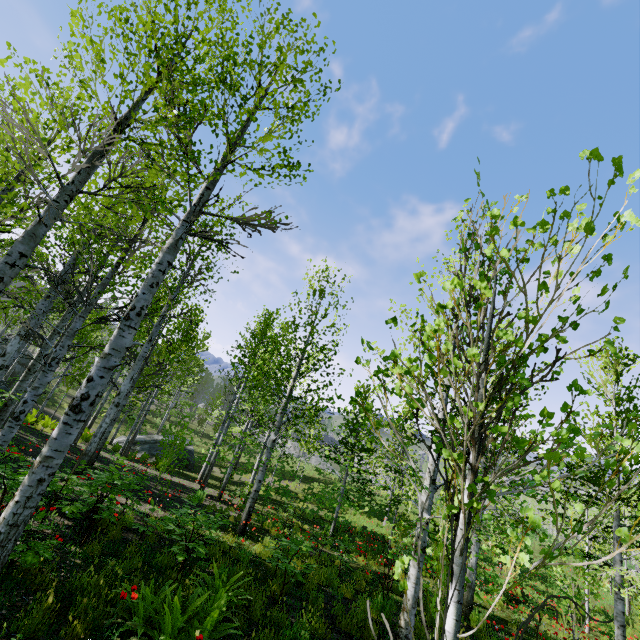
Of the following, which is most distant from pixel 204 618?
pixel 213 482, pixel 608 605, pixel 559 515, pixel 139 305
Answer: pixel 608 605

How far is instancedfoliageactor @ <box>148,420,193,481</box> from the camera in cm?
1179

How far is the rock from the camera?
20.5m

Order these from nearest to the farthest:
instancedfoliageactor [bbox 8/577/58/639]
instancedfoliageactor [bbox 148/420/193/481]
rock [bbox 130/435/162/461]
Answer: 1. instancedfoliageactor [bbox 8/577/58/639]
2. instancedfoliageactor [bbox 148/420/193/481]
3. rock [bbox 130/435/162/461]

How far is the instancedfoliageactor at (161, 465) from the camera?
11.79m

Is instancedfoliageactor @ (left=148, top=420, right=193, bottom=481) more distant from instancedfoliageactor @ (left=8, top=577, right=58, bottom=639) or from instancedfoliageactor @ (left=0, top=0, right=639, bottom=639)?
instancedfoliageactor @ (left=0, top=0, right=639, bottom=639)

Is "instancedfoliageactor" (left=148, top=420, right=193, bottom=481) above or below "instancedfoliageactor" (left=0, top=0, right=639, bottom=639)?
below

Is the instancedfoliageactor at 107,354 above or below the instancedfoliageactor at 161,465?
above
